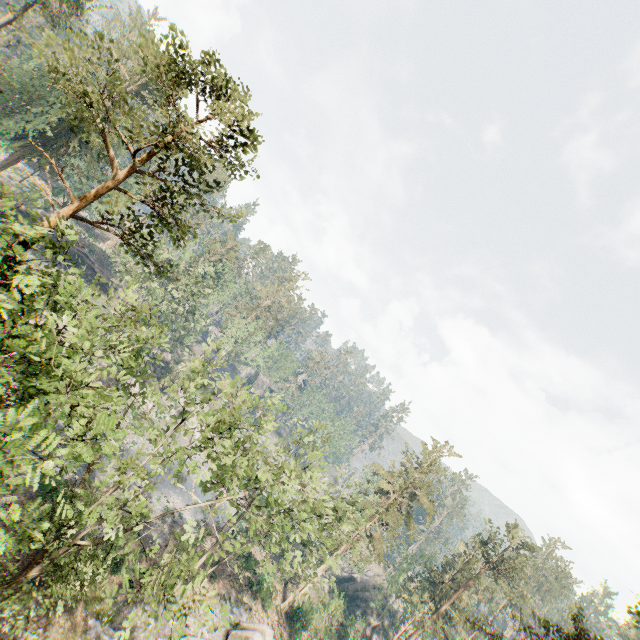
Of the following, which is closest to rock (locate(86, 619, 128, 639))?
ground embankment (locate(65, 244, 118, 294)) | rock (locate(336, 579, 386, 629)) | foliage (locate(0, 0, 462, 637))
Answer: foliage (locate(0, 0, 462, 637))

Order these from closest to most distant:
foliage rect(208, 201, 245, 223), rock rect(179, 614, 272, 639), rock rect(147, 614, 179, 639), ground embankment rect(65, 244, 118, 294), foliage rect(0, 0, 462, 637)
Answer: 1. foliage rect(0, 0, 462, 637)
2. foliage rect(208, 201, 245, 223)
3. rock rect(147, 614, 179, 639)
4. rock rect(179, 614, 272, 639)
5. ground embankment rect(65, 244, 118, 294)

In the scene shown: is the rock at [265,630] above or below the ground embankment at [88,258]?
below

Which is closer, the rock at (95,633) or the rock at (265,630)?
the rock at (95,633)

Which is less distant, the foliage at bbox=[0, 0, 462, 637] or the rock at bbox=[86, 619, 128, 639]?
the foliage at bbox=[0, 0, 462, 637]

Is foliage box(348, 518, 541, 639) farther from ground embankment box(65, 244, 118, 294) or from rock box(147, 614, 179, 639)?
ground embankment box(65, 244, 118, 294)

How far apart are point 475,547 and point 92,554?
52.62m

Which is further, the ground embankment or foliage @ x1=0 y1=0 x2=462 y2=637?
the ground embankment
